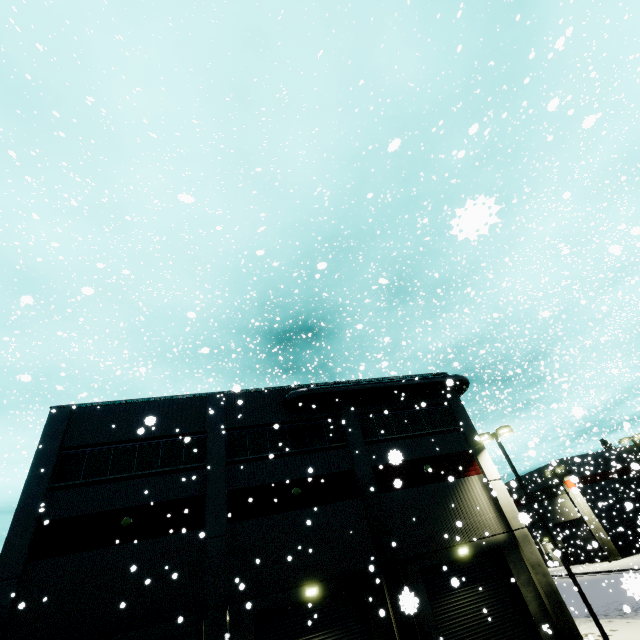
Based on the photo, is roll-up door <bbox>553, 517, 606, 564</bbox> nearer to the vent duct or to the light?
the vent duct

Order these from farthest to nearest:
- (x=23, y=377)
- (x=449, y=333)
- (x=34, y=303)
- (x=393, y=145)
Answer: (x=34, y=303) < (x=449, y=333) < (x=23, y=377) < (x=393, y=145)

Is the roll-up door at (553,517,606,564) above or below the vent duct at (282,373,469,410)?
below

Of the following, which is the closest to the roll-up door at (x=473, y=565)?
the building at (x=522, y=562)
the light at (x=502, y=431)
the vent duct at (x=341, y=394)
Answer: the building at (x=522, y=562)

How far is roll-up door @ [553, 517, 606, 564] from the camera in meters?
38.0 m

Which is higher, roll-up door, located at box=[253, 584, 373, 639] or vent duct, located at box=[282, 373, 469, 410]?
vent duct, located at box=[282, 373, 469, 410]

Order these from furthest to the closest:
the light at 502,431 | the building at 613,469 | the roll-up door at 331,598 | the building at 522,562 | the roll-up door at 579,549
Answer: the roll-up door at 579,549 < the building at 613,469 < the light at 502,431 < the roll-up door at 331,598 < the building at 522,562

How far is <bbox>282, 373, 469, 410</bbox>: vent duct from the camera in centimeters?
1945cm
